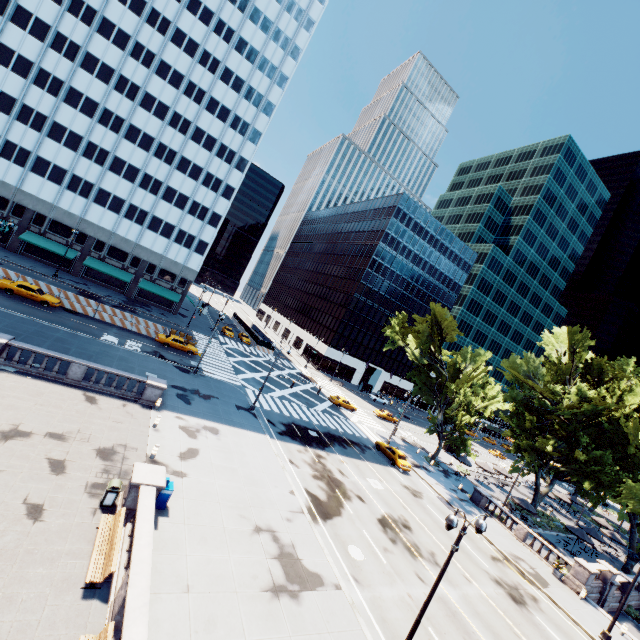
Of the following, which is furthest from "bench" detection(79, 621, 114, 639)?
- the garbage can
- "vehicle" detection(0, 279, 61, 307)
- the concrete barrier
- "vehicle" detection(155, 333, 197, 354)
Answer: the concrete barrier

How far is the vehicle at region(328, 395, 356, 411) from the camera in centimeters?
5009cm

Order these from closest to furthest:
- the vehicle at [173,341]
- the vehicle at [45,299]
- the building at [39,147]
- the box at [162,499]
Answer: the box at [162,499], the vehicle at [45,299], the vehicle at [173,341], the building at [39,147]

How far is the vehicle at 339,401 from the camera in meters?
50.1

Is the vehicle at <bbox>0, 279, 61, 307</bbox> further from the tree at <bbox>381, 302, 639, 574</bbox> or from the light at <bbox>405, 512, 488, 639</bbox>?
the light at <bbox>405, 512, 488, 639</bbox>

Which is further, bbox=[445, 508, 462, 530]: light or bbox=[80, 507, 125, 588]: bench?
bbox=[445, 508, 462, 530]: light

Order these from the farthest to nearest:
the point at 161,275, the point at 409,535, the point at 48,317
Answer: the point at 161,275 < the point at 48,317 < the point at 409,535

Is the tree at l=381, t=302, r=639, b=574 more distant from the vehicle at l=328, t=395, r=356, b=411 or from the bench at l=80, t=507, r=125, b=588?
the bench at l=80, t=507, r=125, b=588
